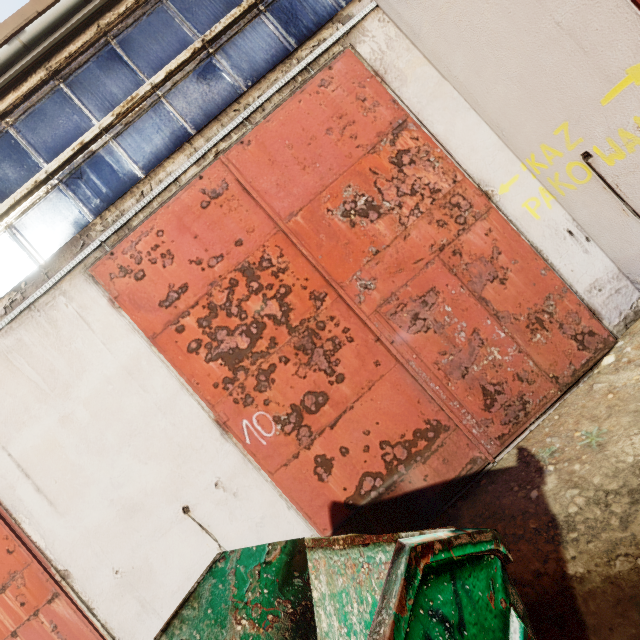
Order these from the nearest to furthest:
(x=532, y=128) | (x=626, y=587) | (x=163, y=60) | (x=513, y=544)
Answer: (x=626, y=587) < (x=513, y=544) < (x=532, y=128) < (x=163, y=60)
